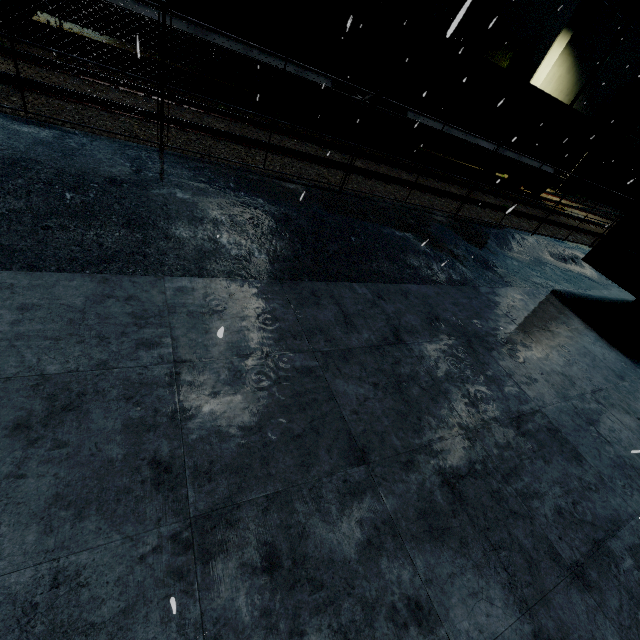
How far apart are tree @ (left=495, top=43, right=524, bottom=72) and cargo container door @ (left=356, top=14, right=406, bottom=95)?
15.02m

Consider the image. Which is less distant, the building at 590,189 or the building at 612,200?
the building at 590,189

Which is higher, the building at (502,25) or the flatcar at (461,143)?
the building at (502,25)

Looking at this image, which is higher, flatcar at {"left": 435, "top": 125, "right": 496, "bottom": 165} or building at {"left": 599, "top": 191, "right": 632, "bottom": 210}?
flatcar at {"left": 435, "top": 125, "right": 496, "bottom": 165}

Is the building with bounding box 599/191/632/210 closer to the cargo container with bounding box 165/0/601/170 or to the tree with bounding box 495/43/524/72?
the tree with bounding box 495/43/524/72

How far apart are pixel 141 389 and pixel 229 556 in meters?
1.4

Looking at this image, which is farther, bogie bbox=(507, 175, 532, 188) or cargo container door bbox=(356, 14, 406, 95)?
bogie bbox=(507, 175, 532, 188)

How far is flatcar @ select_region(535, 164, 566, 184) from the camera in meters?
16.7
